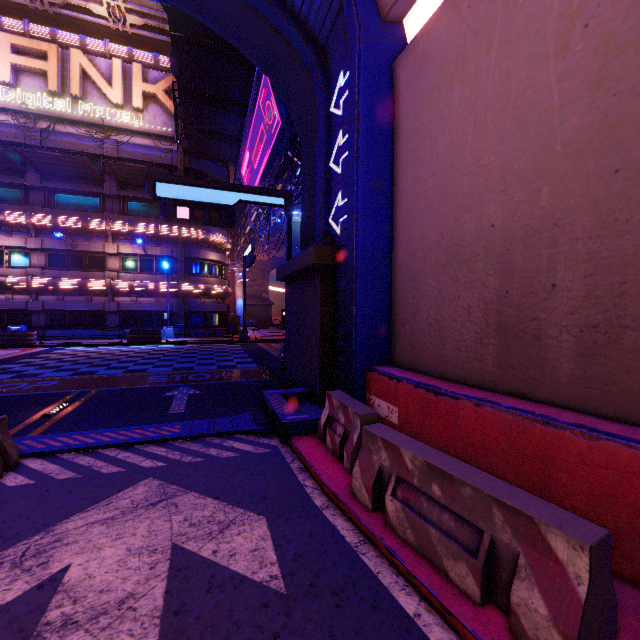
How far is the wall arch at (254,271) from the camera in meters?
50.8 m

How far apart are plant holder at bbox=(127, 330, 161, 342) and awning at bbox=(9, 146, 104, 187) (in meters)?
11.81

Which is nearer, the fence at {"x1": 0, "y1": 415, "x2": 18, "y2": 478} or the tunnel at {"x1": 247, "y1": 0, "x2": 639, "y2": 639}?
the tunnel at {"x1": 247, "y1": 0, "x2": 639, "y2": 639}

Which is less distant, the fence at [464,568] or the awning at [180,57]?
the fence at [464,568]

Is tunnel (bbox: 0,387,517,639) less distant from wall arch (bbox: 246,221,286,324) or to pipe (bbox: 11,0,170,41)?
pipe (bbox: 11,0,170,41)

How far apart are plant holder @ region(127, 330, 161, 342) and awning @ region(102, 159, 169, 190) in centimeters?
1150cm

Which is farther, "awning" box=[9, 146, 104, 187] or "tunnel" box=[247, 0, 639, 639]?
"awning" box=[9, 146, 104, 187]

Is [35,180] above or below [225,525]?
above
